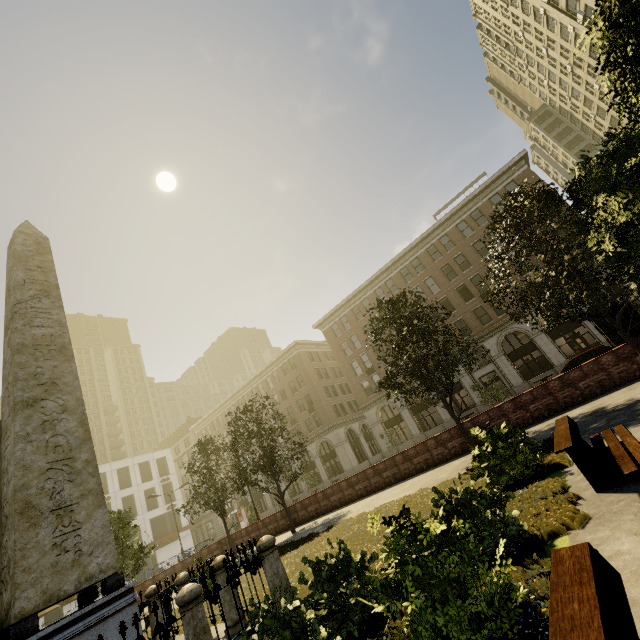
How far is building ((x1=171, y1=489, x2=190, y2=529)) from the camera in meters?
48.1

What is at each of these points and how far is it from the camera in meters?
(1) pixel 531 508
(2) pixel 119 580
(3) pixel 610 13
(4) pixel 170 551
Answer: (1) plant, 5.3
(2) obelisk, 6.1
(3) tree, 4.3
(4) building, 46.6

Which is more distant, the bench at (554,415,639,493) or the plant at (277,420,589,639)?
the bench at (554,415,639,493)

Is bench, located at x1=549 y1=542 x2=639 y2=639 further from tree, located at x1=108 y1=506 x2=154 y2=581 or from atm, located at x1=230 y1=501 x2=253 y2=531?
atm, located at x1=230 y1=501 x2=253 y2=531

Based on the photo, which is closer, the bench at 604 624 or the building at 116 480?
the bench at 604 624

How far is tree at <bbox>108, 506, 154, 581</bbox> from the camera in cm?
1828

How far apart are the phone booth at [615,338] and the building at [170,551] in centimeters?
5490cm

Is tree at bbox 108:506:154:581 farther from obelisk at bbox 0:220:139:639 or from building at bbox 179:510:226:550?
obelisk at bbox 0:220:139:639
